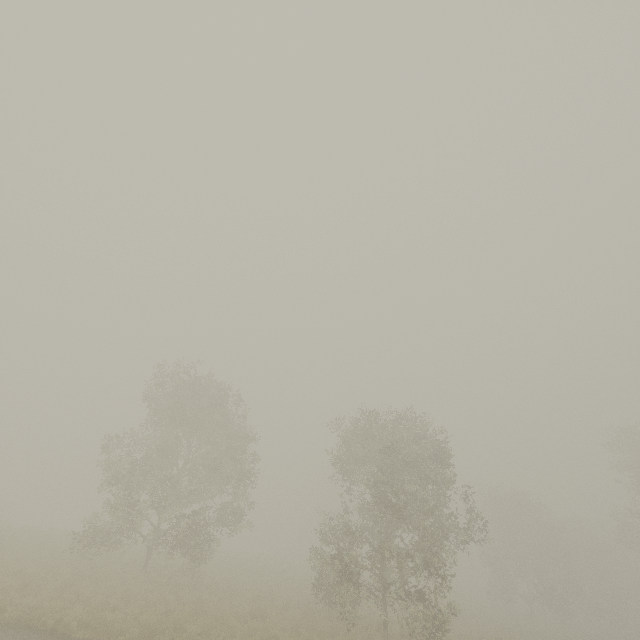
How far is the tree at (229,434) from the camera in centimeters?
1762cm

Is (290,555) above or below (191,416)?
below

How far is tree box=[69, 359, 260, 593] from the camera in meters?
17.6 m
